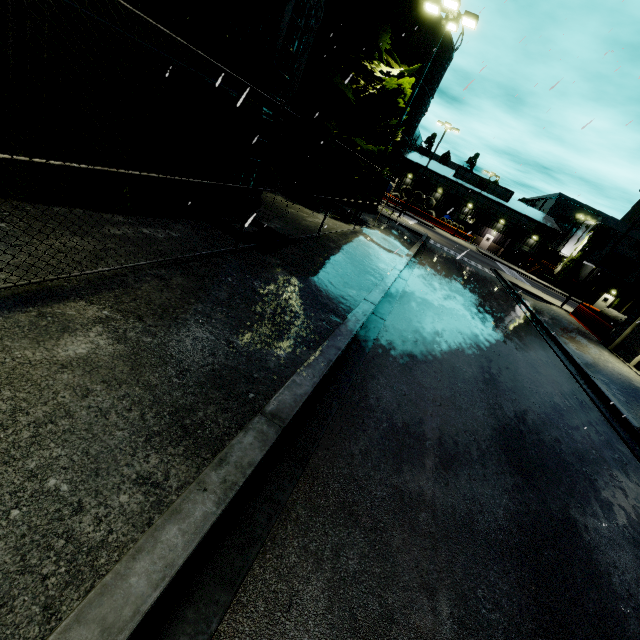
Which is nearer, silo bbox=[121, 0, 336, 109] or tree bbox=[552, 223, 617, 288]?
silo bbox=[121, 0, 336, 109]

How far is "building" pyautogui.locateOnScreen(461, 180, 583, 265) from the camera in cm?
5441

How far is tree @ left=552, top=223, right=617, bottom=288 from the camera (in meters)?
44.22

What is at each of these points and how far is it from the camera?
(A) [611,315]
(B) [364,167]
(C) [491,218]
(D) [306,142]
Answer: (A) concrete pipe stack, 22.8m
(B) tree, 19.2m
(C) building, 56.5m
(D) tree, 16.9m

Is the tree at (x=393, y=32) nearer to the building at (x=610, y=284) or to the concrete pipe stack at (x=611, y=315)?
the building at (x=610, y=284)

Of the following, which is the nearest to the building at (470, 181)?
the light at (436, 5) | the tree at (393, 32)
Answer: the tree at (393, 32)

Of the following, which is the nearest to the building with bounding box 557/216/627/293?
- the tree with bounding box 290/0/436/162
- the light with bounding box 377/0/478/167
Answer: the tree with bounding box 290/0/436/162
